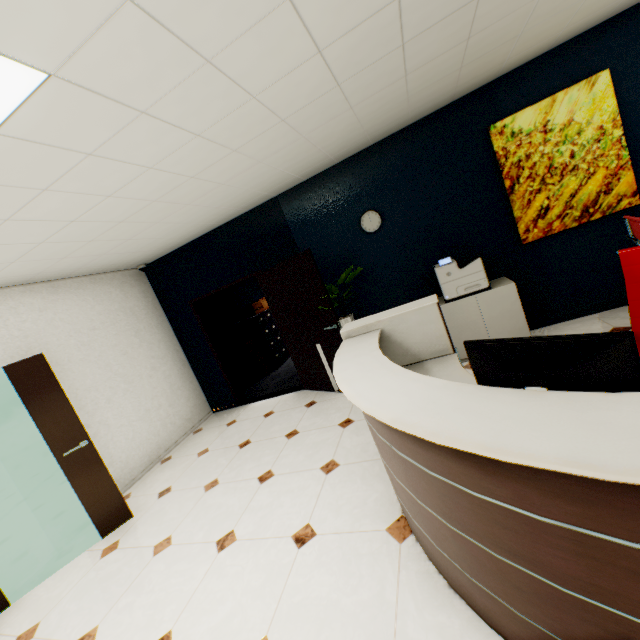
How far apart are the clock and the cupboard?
1.3 meters

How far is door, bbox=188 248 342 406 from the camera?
4.20m

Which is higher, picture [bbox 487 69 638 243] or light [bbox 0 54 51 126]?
light [bbox 0 54 51 126]

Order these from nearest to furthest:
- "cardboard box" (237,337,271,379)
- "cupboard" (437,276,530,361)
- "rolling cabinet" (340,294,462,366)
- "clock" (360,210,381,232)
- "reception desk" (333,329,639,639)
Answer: "reception desk" (333,329,639,639) → "rolling cabinet" (340,294,462,366) → "cupboard" (437,276,530,361) → "clock" (360,210,381,232) → "cardboard box" (237,337,271,379)

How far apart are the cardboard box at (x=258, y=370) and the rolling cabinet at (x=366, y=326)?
4.5m

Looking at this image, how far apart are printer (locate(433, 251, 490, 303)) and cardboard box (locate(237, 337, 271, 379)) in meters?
4.4

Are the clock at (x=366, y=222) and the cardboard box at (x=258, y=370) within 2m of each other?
no

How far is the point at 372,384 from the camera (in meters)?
1.70
